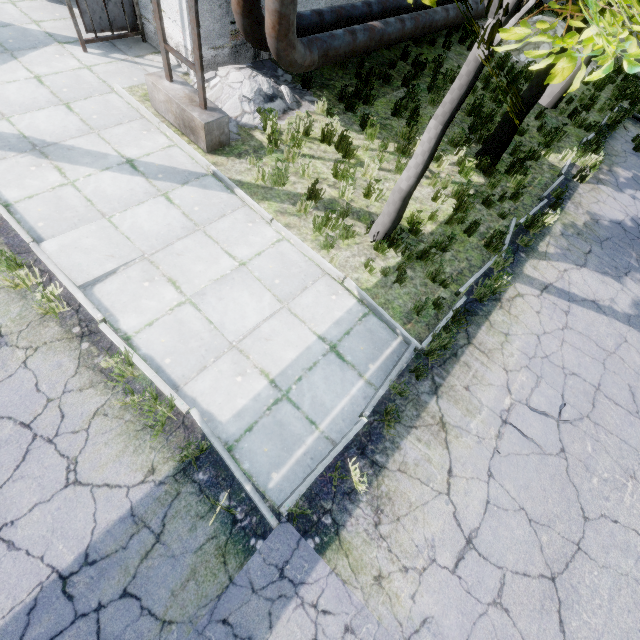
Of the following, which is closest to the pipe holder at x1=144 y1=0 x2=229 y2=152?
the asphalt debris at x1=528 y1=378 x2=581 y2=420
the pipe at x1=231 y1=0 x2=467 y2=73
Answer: the pipe at x1=231 y1=0 x2=467 y2=73

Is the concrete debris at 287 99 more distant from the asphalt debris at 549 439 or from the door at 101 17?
the asphalt debris at 549 439

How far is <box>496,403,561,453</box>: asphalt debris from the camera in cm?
462

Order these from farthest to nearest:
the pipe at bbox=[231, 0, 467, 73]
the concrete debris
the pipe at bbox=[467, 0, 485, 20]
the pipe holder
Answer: the pipe at bbox=[467, 0, 485, 20] < the concrete debris < the pipe at bbox=[231, 0, 467, 73] < the pipe holder

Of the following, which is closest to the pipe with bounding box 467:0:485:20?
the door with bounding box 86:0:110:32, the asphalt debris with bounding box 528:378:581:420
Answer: the door with bounding box 86:0:110:32

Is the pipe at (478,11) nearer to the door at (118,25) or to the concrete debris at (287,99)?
the concrete debris at (287,99)

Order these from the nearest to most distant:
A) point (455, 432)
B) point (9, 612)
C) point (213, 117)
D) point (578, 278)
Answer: point (9, 612), point (455, 432), point (213, 117), point (578, 278)

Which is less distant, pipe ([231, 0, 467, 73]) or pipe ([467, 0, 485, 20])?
pipe ([231, 0, 467, 73])
